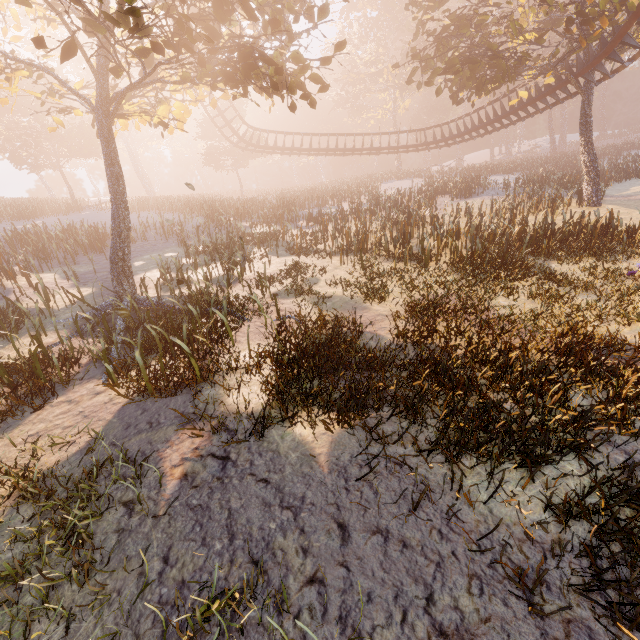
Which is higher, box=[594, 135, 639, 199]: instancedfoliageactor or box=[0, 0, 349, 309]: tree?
box=[0, 0, 349, 309]: tree

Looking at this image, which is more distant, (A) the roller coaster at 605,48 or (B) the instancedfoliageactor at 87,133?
(B) the instancedfoliageactor at 87,133

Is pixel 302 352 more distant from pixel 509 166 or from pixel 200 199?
pixel 509 166

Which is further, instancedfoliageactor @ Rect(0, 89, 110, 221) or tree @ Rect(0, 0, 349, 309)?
instancedfoliageactor @ Rect(0, 89, 110, 221)

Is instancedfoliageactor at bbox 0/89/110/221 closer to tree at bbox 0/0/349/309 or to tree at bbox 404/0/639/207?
tree at bbox 0/0/349/309

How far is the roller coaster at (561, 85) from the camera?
20.12m

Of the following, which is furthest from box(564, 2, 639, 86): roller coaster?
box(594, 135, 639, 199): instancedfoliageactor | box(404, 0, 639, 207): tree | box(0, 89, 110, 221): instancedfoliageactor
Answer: box(0, 89, 110, 221): instancedfoliageactor

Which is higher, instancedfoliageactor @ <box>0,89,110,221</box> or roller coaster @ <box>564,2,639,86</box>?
instancedfoliageactor @ <box>0,89,110,221</box>
